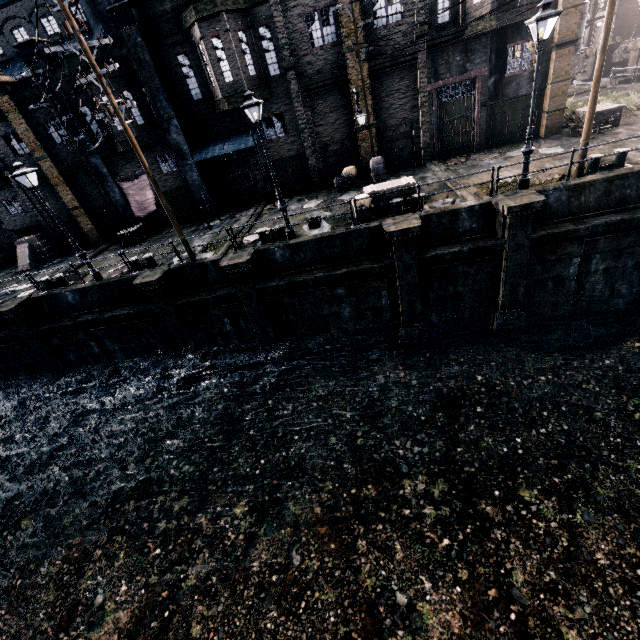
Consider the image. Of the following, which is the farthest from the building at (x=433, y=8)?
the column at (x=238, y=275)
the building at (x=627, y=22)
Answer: the building at (x=627, y=22)

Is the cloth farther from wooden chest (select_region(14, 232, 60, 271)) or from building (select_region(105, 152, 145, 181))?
wooden chest (select_region(14, 232, 60, 271))

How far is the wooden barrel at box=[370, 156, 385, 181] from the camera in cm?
2017

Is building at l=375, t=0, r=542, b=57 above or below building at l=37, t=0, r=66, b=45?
below

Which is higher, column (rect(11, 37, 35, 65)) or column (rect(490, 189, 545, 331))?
column (rect(11, 37, 35, 65))

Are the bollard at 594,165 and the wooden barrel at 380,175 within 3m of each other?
no

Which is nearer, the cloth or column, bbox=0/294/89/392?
column, bbox=0/294/89/392

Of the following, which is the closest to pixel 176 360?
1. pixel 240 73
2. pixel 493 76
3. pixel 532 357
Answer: pixel 240 73
